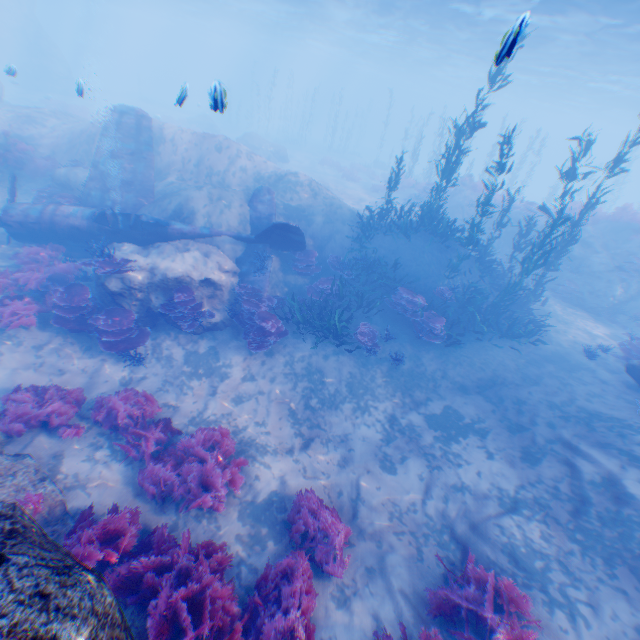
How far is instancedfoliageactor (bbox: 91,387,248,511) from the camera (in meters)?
6.24

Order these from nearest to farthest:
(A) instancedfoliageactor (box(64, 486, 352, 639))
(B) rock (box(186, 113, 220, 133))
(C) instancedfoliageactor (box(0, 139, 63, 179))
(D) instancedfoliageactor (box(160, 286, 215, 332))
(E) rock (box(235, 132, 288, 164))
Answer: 1. (A) instancedfoliageactor (box(64, 486, 352, 639))
2. (D) instancedfoliageactor (box(160, 286, 215, 332))
3. (C) instancedfoliageactor (box(0, 139, 63, 179))
4. (E) rock (box(235, 132, 288, 164))
5. (B) rock (box(186, 113, 220, 133))

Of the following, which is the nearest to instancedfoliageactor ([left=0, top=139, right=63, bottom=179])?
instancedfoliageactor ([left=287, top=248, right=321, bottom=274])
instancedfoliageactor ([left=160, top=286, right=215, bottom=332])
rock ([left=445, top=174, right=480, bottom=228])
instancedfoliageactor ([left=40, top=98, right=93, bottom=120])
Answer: instancedfoliageactor ([left=160, top=286, right=215, bottom=332])

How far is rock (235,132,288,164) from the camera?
29.39m

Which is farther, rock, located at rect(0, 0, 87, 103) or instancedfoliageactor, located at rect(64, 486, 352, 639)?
rock, located at rect(0, 0, 87, 103)

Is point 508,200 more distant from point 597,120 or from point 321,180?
point 597,120

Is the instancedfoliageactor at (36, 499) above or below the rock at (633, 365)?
below

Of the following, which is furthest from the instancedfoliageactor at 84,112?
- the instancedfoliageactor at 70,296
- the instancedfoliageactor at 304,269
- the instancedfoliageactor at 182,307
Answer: the instancedfoliageactor at 182,307
